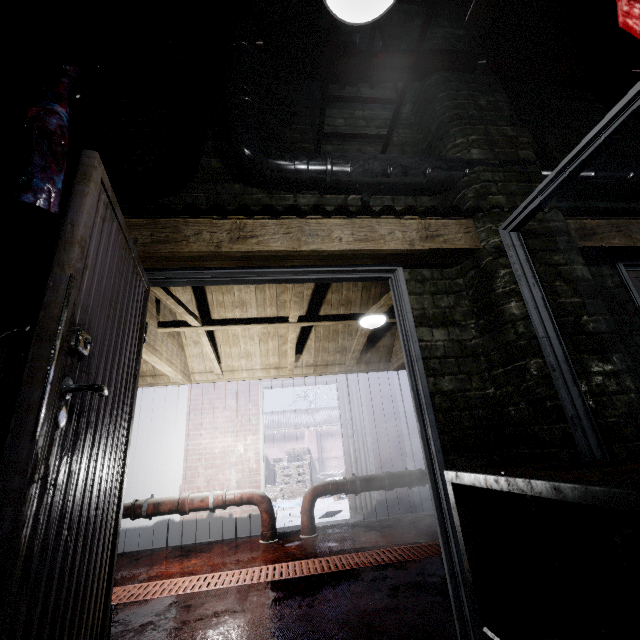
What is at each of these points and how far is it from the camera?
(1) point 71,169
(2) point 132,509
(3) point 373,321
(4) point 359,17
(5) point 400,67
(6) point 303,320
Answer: (1) pipe, 1.8 meters
(2) pipe, 3.7 meters
(3) light, 3.6 meters
(4) z, 1.2 meters
(5) pipe, 2.4 meters
(6) beam, 3.7 meters

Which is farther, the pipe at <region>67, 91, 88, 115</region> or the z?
the pipe at <region>67, 91, 88, 115</region>

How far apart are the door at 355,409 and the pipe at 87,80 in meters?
3.7 m

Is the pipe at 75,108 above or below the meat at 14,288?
above

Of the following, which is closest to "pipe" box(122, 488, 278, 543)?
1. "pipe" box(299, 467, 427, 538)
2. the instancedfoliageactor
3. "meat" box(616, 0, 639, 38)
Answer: "pipe" box(299, 467, 427, 538)

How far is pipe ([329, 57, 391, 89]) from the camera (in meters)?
2.32

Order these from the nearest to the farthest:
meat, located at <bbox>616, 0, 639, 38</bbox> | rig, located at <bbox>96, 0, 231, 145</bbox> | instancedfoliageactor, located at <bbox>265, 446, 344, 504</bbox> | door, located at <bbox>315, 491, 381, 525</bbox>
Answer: meat, located at <bbox>616, 0, 639, 38</bbox> < rig, located at <bbox>96, 0, 231, 145</bbox> < door, located at <bbox>315, 491, 381, 525</bbox> < instancedfoliageactor, located at <bbox>265, 446, 344, 504</bbox>

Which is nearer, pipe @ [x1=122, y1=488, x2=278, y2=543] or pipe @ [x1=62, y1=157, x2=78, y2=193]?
pipe @ [x1=62, y1=157, x2=78, y2=193]
